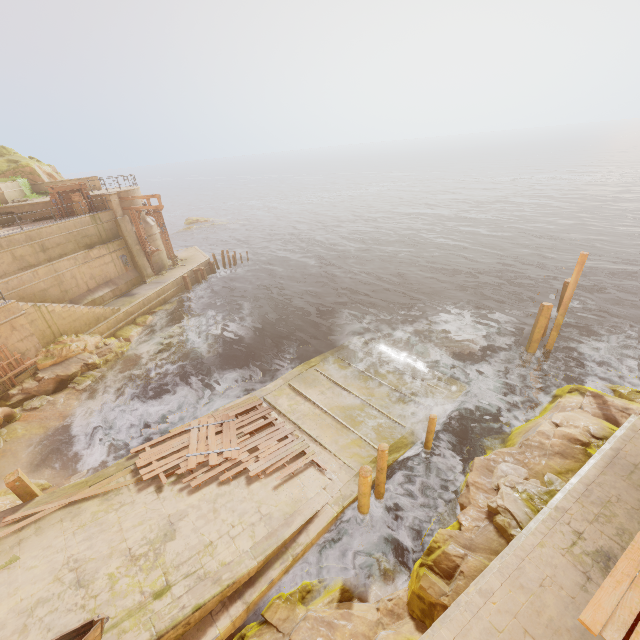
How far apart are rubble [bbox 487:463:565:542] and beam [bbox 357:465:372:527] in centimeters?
309cm

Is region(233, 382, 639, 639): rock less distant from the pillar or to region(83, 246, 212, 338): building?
region(83, 246, 212, 338): building

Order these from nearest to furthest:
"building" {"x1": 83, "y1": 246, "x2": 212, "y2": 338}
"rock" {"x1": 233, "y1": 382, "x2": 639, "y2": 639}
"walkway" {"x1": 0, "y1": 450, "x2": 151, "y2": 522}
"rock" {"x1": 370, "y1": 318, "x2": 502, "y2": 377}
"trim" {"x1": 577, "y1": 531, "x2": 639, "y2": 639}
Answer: "trim" {"x1": 577, "y1": 531, "x2": 639, "y2": 639} < "rock" {"x1": 233, "y1": 382, "x2": 639, "y2": 639} < "walkway" {"x1": 0, "y1": 450, "x2": 151, "y2": 522} < "rock" {"x1": 370, "y1": 318, "x2": 502, "y2": 377} < "building" {"x1": 83, "y1": 246, "x2": 212, "y2": 338}

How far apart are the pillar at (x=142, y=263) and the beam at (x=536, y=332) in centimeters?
2726cm

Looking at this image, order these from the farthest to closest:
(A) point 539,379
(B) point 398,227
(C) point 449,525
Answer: (B) point 398,227 < (A) point 539,379 < (C) point 449,525

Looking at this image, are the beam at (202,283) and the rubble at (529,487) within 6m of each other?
no

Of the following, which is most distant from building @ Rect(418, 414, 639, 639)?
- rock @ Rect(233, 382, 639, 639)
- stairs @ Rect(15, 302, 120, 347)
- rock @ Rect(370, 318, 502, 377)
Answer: stairs @ Rect(15, 302, 120, 347)

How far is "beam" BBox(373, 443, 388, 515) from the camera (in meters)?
9.83
